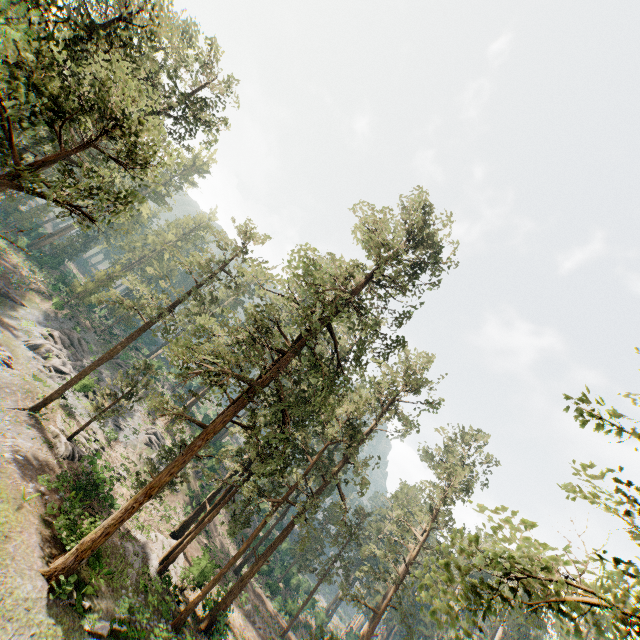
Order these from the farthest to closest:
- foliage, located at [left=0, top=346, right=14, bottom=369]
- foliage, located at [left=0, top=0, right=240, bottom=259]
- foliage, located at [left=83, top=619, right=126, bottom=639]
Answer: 1. foliage, located at [left=0, top=346, right=14, bottom=369]
2. foliage, located at [left=83, top=619, right=126, bottom=639]
3. foliage, located at [left=0, top=0, right=240, bottom=259]

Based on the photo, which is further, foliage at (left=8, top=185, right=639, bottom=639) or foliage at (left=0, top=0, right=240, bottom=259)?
foliage at (left=0, top=0, right=240, bottom=259)

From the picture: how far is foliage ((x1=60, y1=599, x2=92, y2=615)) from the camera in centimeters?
1455cm

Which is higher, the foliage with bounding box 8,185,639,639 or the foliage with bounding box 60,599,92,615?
the foliage with bounding box 8,185,639,639

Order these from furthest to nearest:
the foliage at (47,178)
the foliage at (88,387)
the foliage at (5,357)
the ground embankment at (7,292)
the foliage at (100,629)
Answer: the ground embankment at (7,292), the foliage at (5,357), the foliage at (100,629), the foliage at (47,178), the foliage at (88,387)

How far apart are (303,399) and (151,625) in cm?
1604

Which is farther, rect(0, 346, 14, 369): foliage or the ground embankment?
the ground embankment

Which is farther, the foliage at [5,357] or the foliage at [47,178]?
the foliage at [5,357]
